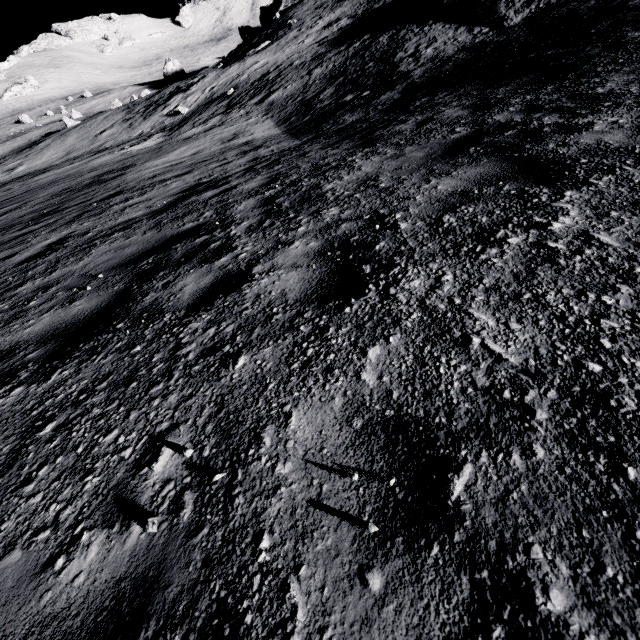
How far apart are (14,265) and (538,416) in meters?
7.1 m
